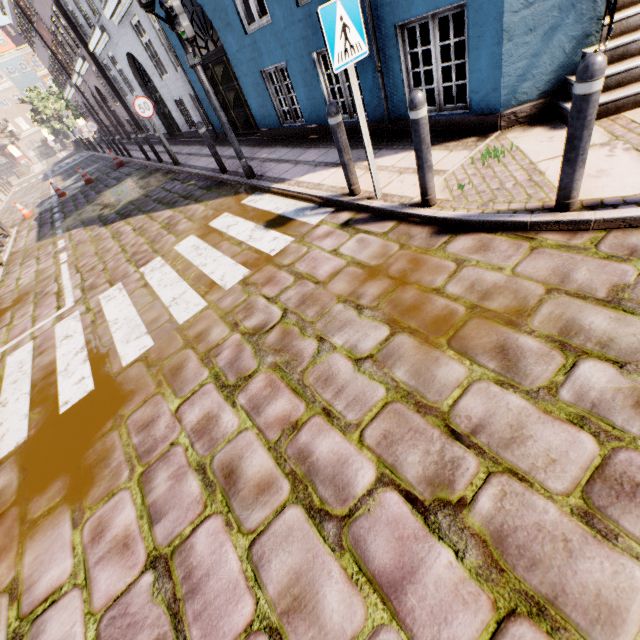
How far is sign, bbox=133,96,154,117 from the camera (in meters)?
9.11

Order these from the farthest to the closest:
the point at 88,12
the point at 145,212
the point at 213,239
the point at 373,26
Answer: the point at 88,12
the point at 145,212
the point at 213,239
the point at 373,26

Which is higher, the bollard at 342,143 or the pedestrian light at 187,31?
the pedestrian light at 187,31

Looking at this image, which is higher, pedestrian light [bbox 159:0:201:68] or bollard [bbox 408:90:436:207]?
pedestrian light [bbox 159:0:201:68]

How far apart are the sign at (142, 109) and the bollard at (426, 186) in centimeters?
951cm

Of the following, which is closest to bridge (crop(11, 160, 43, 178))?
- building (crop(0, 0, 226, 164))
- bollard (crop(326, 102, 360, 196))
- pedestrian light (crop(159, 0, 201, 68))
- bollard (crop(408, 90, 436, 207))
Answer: building (crop(0, 0, 226, 164))

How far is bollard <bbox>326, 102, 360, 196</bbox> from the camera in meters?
3.8 m

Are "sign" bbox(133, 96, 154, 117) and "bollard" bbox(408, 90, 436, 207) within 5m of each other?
no
